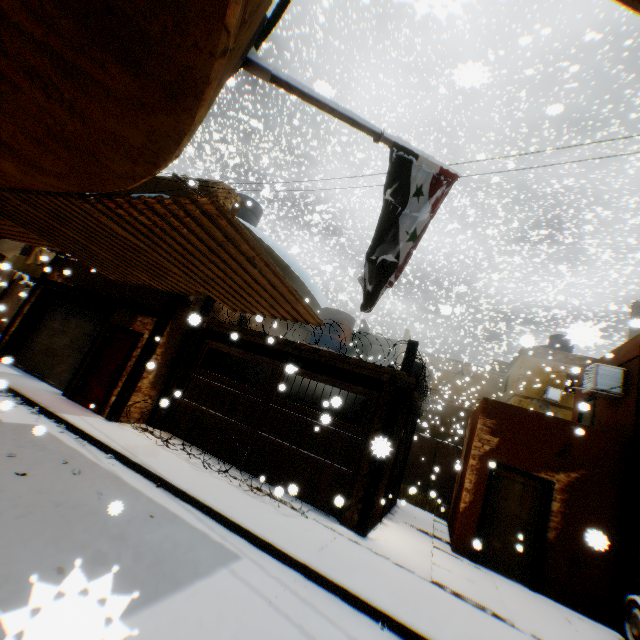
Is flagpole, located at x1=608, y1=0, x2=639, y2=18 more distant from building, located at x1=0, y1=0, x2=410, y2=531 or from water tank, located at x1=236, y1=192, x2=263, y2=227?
water tank, located at x1=236, y1=192, x2=263, y2=227

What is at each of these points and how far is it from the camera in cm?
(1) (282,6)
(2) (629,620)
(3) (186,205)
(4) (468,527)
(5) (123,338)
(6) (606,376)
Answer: (1) building, 231
(2) wheel, 634
(3) building, 310
(4) building, 835
(5) door, 991
(6) air conditioner, 941

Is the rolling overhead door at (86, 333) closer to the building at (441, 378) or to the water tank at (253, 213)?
the building at (441, 378)

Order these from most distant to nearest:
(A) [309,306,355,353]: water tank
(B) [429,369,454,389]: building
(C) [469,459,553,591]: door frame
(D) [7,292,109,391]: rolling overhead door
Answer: (B) [429,369,454,389]: building → (A) [309,306,355,353]: water tank → (D) [7,292,109,391]: rolling overhead door → (C) [469,459,553,591]: door frame

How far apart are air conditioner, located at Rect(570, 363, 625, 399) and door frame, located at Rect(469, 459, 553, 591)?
2.38m

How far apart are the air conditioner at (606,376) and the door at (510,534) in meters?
2.4 m

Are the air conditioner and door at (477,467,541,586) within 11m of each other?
yes

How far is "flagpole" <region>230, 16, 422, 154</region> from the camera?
2.2 meters
